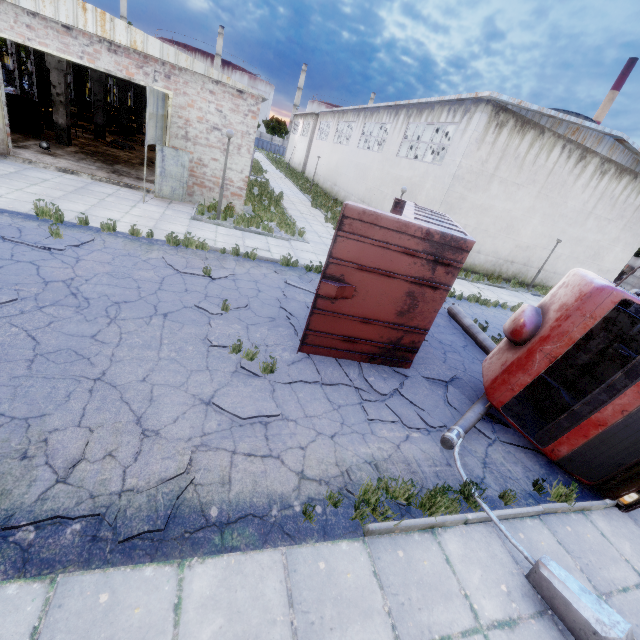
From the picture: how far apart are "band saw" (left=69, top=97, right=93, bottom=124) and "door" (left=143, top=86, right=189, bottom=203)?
15.5 meters

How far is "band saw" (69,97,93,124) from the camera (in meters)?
22.88

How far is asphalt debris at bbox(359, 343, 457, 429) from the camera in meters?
6.0

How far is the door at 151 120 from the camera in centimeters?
1134cm

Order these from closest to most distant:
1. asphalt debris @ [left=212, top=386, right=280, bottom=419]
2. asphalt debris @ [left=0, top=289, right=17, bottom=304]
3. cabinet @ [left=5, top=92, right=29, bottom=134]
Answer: asphalt debris @ [left=212, top=386, right=280, bottom=419] → asphalt debris @ [left=0, top=289, right=17, bottom=304] → cabinet @ [left=5, top=92, right=29, bottom=134]

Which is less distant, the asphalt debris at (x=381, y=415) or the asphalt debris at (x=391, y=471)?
the asphalt debris at (x=391, y=471)

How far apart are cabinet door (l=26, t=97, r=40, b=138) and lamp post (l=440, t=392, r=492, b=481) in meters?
23.4 m

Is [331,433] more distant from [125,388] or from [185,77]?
[185,77]
